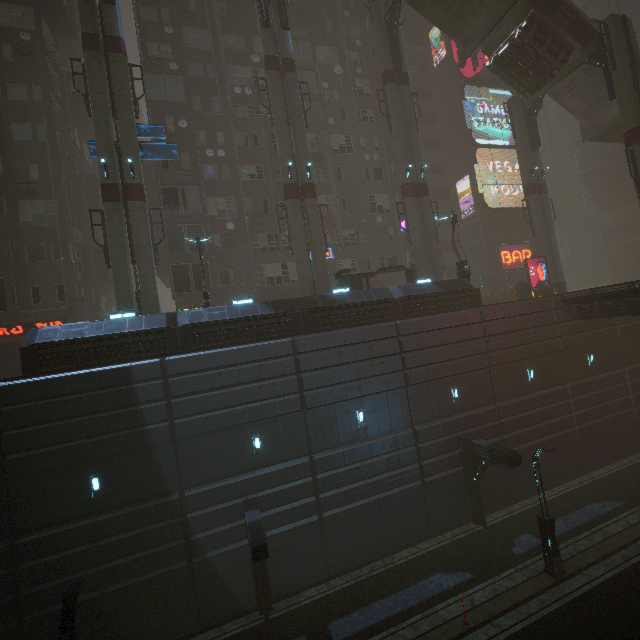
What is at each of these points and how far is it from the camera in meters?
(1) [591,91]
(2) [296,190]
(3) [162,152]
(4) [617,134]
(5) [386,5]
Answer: (1) stairs, 26.4 m
(2) sm, 21.5 m
(3) sign, 20.4 m
(4) bridge, 29.0 m
(5) stairs, 23.8 m

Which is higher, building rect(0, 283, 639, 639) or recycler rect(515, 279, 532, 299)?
recycler rect(515, 279, 532, 299)

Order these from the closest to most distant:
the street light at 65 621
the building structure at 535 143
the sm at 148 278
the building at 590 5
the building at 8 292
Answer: the street light at 65 621
the building at 8 292
the sm at 148 278
the building structure at 535 143
the building at 590 5

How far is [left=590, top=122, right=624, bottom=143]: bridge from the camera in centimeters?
2825cm

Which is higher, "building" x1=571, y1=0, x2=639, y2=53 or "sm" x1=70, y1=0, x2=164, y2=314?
"building" x1=571, y1=0, x2=639, y2=53

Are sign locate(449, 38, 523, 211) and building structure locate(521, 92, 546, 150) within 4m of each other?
no

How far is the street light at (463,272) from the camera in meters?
22.0 m

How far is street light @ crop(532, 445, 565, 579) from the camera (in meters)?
13.70
